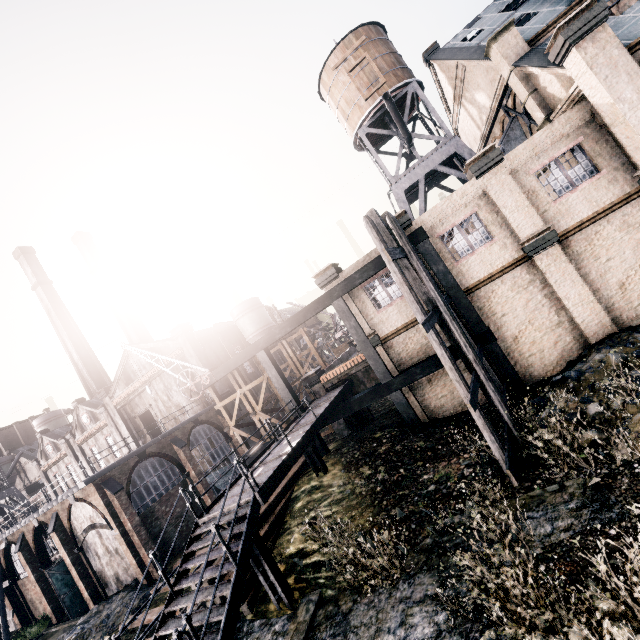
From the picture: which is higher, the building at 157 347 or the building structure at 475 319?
the building at 157 347

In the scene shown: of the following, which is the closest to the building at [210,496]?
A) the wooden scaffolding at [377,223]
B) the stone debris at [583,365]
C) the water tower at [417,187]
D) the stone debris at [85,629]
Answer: the stone debris at [85,629]

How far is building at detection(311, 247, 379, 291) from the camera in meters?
17.4 m

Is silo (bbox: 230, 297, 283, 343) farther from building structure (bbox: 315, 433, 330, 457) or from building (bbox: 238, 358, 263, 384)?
building structure (bbox: 315, 433, 330, 457)

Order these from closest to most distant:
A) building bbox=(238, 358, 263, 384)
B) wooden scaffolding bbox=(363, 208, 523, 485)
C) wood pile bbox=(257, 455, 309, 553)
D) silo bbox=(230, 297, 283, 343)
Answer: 1. wooden scaffolding bbox=(363, 208, 523, 485)
2. wood pile bbox=(257, 455, 309, 553)
3. building bbox=(238, 358, 263, 384)
4. silo bbox=(230, 297, 283, 343)

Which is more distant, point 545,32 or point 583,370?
point 545,32

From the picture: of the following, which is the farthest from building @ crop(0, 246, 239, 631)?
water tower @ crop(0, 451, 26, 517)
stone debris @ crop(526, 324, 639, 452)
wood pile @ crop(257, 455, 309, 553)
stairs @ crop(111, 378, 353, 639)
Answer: stone debris @ crop(526, 324, 639, 452)

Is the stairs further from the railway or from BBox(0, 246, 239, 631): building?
BBox(0, 246, 239, 631): building
